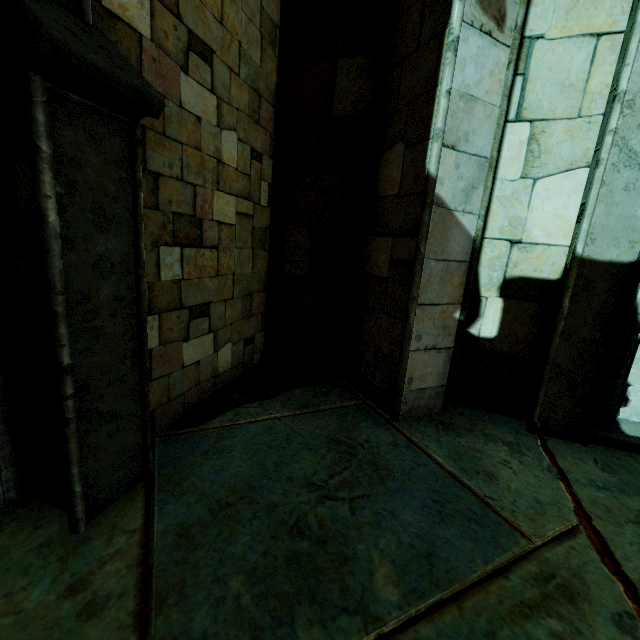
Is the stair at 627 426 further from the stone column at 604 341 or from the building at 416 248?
the building at 416 248

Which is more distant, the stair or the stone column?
the stair

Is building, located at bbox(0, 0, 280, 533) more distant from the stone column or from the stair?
the stair

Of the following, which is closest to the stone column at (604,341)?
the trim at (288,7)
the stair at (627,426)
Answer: the stair at (627,426)

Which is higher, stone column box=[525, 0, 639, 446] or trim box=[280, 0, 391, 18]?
trim box=[280, 0, 391, 18]

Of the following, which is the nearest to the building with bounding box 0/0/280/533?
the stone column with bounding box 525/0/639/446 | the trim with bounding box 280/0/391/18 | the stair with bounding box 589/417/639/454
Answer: the trim with bounding box 280/0/391/18

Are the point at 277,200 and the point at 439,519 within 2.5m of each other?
no

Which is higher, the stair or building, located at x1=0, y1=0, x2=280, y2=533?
building, located at x1=0, y1=0, x2=280, y2=533
